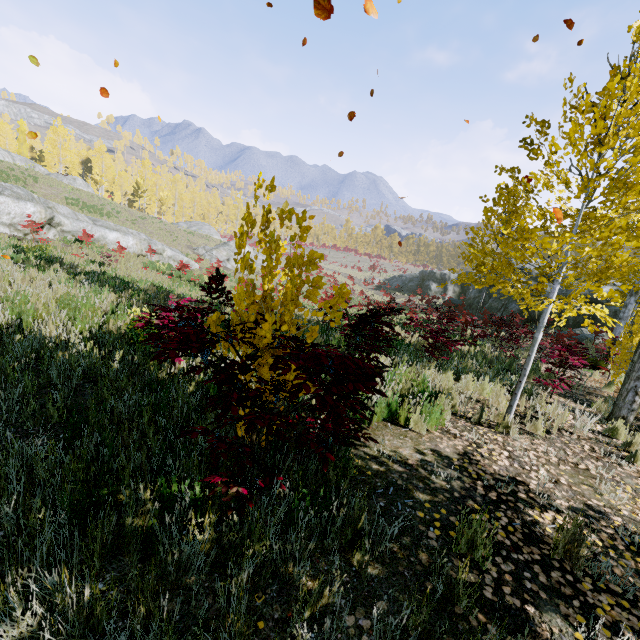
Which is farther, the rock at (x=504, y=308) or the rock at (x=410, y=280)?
the rock at (x=410, y=280)

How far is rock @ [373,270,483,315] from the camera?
27.0 meters

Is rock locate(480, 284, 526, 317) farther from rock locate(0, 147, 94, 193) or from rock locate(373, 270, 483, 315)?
rock locate(0, 147, 94, 193)

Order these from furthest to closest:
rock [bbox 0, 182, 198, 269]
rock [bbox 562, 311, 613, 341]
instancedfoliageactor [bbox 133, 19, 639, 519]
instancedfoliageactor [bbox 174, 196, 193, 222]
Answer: instancedfoliageactor [bbox 174, 196, 193, 222] → rock [bbox 562, 311, 613, 341] → rock [bbox 0, 182, 198, 269] → instancedfoliageactor [bbox 133, 19, 639, 519]

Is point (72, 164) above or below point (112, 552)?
above

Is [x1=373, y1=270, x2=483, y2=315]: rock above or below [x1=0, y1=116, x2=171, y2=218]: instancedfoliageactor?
below

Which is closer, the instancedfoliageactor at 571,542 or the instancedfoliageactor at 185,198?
the instancedfoliageactor at 571,542

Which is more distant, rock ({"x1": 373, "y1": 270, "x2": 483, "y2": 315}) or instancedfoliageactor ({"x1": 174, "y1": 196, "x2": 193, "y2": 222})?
instancedfoliageactor ({"x1": 174, "y1": 196, "x2": 193, "y2": 222})
